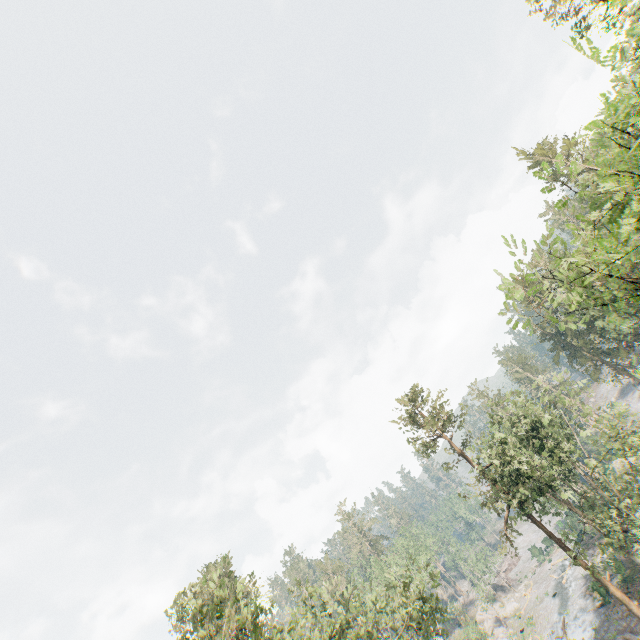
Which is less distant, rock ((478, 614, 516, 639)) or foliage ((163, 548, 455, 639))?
foliage ((163, 548, 455, 639))

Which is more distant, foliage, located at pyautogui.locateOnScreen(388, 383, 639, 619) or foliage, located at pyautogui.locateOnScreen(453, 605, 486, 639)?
foliage, located at pyautogui.locateOnScreen(453, 605, 486, 639)

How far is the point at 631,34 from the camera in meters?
5.9 m

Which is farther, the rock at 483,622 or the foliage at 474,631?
the rock at 483,622

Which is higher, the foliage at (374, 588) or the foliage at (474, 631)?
the foliage at (374, 588)

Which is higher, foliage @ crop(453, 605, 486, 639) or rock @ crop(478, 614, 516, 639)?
foliage @ crop(453, 605, 486, 639)

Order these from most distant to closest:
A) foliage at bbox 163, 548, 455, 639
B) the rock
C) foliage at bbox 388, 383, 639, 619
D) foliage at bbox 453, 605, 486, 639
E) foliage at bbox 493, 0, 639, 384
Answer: the rock
foliage at bbox 453, 605, 486, 639
foliage at bbox 388, 383, 639, 619
foliage at bbox 163, 548, 455, 639
foliage at bbox 493, 0, 639, 384
